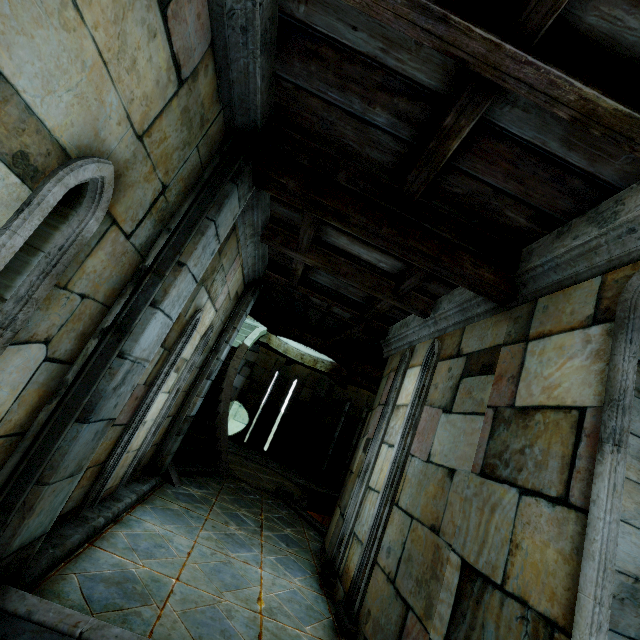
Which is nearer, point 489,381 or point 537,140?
point 537,140
